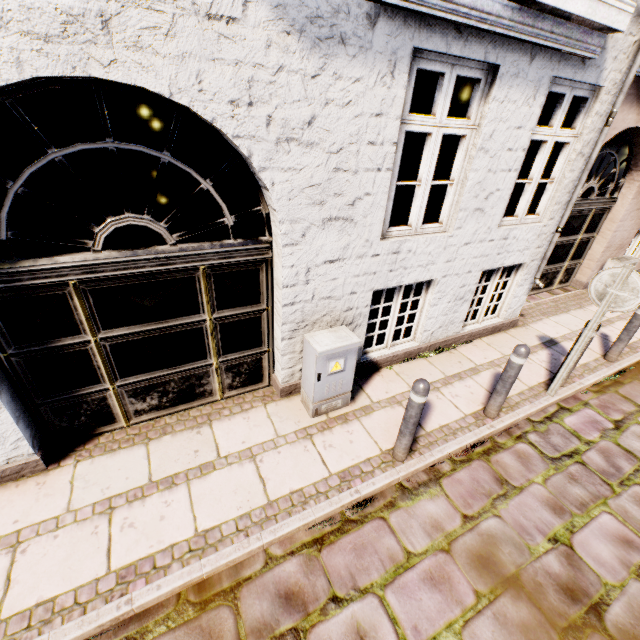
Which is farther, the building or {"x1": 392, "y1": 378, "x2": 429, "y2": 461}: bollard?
{"x1": 392, "y1": 378, "x2": 429, "y2": 461}: bollard

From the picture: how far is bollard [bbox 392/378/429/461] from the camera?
3.0m

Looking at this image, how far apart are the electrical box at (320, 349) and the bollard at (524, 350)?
1.8 meters

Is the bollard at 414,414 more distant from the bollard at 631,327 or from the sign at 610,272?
the bollard at 631,327

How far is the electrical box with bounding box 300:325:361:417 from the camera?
3.5 meters

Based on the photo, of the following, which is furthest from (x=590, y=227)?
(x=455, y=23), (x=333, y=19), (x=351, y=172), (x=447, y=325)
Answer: (x=333, y=19)

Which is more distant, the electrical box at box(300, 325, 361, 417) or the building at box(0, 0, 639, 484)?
the electrical box at box(300, 325, 361, 417)

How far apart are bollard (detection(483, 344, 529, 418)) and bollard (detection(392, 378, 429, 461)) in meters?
1.3
